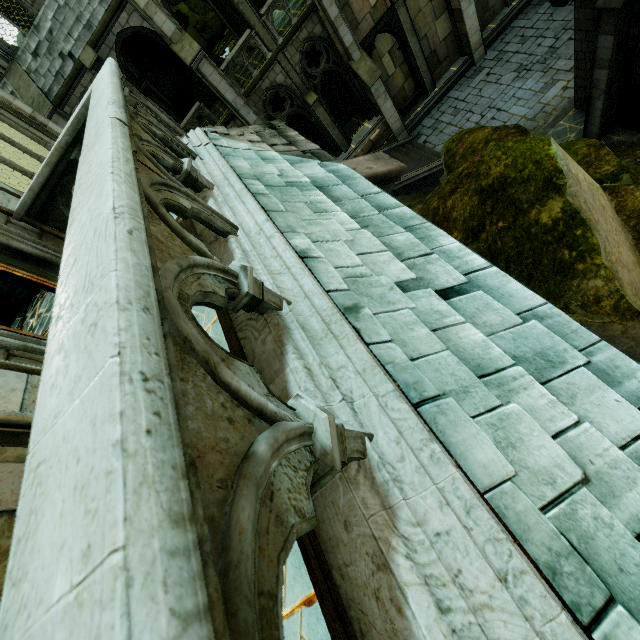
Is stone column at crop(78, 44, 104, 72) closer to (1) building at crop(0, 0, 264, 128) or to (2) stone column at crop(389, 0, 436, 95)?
(1) building at crop(0, 0, 264, 128)

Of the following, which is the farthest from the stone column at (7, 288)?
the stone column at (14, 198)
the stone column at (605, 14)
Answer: the stone column at (605, 14)

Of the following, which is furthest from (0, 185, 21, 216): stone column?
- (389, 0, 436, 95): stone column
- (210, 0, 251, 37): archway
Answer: (389, 0, 436, 95): stone column

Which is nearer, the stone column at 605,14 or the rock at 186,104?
the stone column at 605,14

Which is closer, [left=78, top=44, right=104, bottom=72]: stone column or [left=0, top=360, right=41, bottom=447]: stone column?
[left=0, top=360, right=41, bottom=447]: stone column

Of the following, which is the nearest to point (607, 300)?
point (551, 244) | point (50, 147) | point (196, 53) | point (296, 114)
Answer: point (551, 244)

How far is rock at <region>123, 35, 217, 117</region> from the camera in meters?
15.6 m

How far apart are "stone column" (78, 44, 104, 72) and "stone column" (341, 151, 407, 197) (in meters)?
14.34
